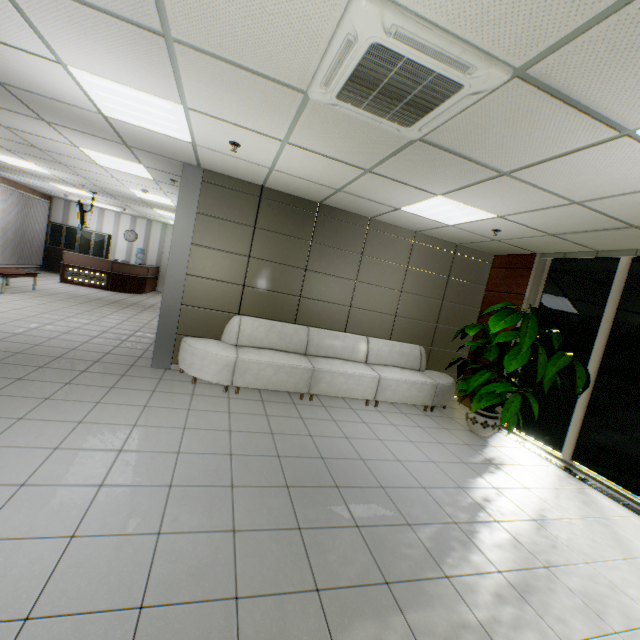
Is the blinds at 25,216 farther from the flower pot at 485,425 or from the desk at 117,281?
the flower pot at 485,425

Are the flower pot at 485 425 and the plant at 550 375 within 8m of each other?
yes

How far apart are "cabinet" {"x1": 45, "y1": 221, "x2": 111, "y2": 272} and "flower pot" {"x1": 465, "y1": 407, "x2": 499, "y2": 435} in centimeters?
1594cm

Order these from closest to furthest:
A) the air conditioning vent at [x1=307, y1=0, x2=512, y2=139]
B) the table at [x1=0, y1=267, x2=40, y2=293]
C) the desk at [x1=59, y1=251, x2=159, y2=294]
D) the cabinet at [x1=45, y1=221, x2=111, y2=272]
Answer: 1. the air conditioning vent at [x1=307, y1=0, x2=512, y2=139]
2. the table at [x1=0, y1=267, x2=40, y2=293]
3. the desk at [x1=59, y1=251, x2=159, y2=294]
4. the cabinet at [x1=45, y1=221, x2=111, y2=272]

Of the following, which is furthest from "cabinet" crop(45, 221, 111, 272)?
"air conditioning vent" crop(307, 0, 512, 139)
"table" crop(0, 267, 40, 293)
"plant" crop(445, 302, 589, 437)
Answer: "plant" crop(445, 302, 589, 437)

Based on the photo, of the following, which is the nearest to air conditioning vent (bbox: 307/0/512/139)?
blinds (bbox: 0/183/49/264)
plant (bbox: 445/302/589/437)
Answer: plant (bbox: 445/302/589/437)

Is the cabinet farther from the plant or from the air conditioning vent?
the plant

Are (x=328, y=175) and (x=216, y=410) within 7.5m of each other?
yes
